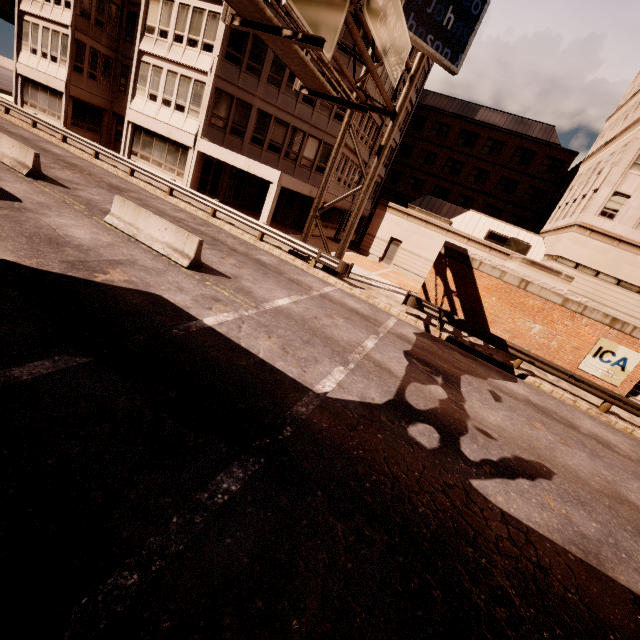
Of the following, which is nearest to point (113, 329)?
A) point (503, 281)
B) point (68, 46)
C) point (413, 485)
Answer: point (413, 485)

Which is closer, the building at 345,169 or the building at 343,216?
the building at 345,169

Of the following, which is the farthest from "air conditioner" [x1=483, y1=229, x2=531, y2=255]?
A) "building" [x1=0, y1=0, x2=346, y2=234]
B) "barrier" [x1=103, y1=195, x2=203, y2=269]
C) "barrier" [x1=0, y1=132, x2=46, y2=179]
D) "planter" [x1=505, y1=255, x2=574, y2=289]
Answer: "barrier" [x1=0, y1=132, x2=46, y2=179]

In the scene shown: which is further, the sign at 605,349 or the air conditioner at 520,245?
the air conditioner at 520,245

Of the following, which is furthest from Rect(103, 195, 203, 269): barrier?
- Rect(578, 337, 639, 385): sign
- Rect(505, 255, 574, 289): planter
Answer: Rect(578, 337, 639, 385): sign

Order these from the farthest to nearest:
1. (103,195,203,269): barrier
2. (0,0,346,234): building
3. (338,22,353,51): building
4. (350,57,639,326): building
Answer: (350,57,639,326): building → (338,22,353,51): building → (0,0,346,234): building → (103,195,203,269): barrier

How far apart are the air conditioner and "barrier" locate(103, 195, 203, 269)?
23.7m

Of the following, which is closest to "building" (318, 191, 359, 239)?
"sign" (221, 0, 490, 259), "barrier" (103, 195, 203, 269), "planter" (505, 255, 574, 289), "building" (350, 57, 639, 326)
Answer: "building" (350, 57, 639, 326)
